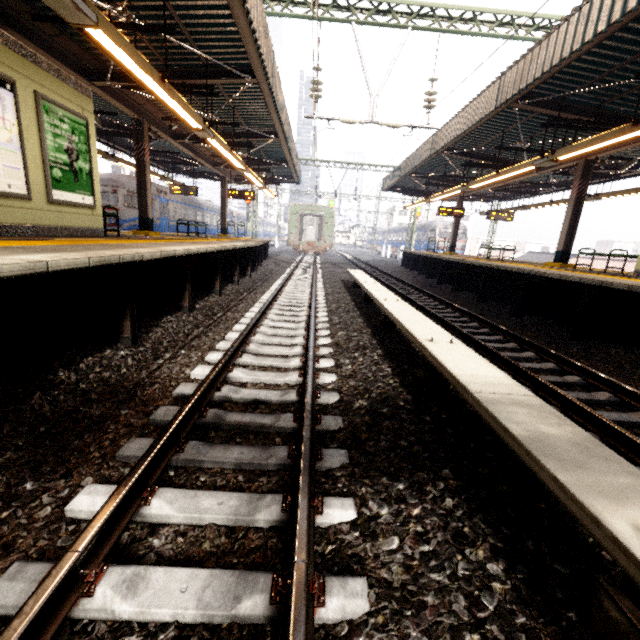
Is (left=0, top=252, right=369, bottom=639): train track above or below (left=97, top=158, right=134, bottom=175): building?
below

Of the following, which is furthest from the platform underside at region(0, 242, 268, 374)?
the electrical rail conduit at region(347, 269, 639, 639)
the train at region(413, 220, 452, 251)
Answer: the train at region(413, 220, 452, 251)

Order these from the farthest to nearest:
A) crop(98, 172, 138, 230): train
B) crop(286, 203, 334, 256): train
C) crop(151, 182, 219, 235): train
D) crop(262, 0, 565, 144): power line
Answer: crop(286, 203, 334, 256): train
crop(151, 182, 219, 235): train
crop(98, 172, 138, 230): train
crop(262, 0, 565, 144): power line

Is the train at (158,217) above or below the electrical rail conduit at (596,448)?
above

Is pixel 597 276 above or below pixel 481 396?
above

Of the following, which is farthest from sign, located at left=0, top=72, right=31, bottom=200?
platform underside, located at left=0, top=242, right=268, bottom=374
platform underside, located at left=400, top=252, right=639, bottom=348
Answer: platform underside, located at left=400, top=252, right=639, bottom=348

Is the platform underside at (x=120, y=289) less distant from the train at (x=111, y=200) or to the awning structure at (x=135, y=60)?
the train at (x=111, y=200)

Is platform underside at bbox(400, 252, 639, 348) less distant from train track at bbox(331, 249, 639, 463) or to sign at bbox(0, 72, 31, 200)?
train track at bbox(331, 249, 639, 463)
